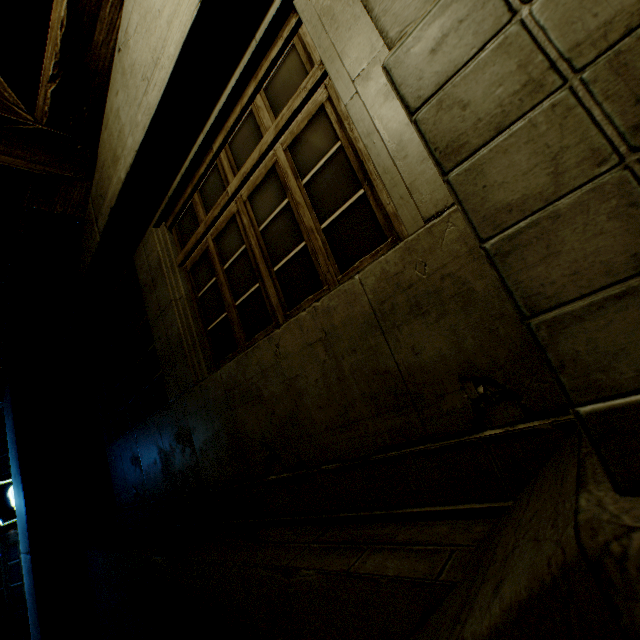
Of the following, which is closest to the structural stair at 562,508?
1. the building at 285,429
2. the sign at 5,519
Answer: the building at 285,429

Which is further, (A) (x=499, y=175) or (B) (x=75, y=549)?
(B) (x=75, y=549)

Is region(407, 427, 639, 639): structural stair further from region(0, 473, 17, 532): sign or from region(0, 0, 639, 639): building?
region(0, 473, 17, 532): sign

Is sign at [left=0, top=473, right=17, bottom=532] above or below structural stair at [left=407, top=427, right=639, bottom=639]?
above

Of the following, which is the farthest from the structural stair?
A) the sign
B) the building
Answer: the sign

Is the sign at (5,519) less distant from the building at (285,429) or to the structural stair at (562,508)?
the building at (285,429)
